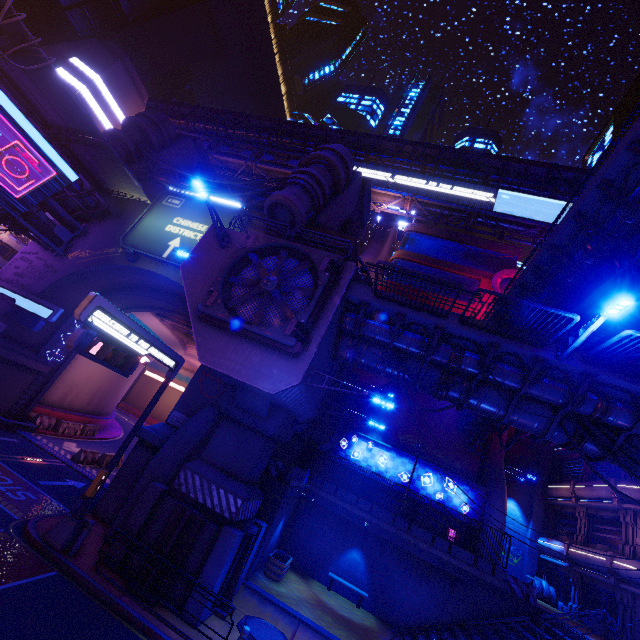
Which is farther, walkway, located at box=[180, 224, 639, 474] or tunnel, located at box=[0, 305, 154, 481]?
tunnel, located at box=[0, 305, 154, 481]

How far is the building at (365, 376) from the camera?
31.8m

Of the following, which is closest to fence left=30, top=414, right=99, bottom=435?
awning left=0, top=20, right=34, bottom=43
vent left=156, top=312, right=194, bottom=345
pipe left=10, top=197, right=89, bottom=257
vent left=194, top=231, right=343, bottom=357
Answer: vent left=156, top=312, right=194, bottom=345

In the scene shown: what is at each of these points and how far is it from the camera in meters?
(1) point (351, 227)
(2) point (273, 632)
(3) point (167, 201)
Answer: (1) column, 24.7 m
(2) manhole, 11.7 m
(3) sign, 23.1 m

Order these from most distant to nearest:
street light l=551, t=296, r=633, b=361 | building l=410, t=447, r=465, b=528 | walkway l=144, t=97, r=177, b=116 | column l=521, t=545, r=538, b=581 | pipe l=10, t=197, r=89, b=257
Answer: walkway l=144, t=97, r=177, b=116 < column l=521, t=545, r=538, b=581 < building l=410, t=447, r=465, b=528 < pipe l=10, t=197, r=89, b=257 < street light l=551, t=296, r=633, b=361

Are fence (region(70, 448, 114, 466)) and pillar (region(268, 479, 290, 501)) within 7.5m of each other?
no

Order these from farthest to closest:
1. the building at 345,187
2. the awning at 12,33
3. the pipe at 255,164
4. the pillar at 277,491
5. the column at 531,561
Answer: the pipe at 255,164, the column at 531,561, the building at 345,187, the pillar at 277,491, the awning at 12,33

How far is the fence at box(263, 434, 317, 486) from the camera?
17.3m
